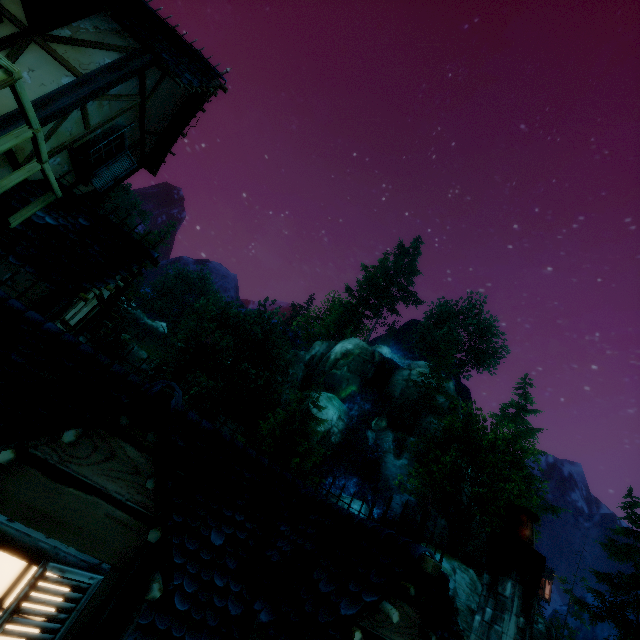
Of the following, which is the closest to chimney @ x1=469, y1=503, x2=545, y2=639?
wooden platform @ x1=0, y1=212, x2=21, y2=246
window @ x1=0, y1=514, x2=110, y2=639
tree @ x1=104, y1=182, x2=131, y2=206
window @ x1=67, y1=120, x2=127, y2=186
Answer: window @ x1=0, y1=514, x2=110, y2=639

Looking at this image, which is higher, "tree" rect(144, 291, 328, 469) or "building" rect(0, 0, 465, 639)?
"tree" rect(144, 291, 328, 469)

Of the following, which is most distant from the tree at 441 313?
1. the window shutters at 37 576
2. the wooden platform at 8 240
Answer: the window shutters at 37 576

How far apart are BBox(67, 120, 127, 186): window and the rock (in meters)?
35.20

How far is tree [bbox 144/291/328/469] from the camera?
28.98m

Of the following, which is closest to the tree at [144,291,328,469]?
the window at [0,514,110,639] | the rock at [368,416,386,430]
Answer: the rock at [368,416,386,430]

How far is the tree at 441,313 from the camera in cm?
3844

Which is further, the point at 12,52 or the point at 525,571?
the point at 12,52
